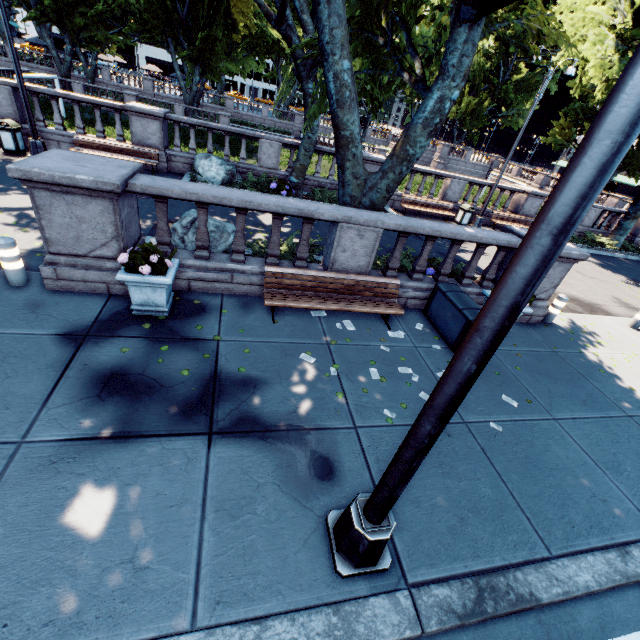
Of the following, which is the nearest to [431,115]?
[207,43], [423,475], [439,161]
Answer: [423,475]

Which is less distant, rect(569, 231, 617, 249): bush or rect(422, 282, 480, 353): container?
rect(422, 282, 480, 353): container

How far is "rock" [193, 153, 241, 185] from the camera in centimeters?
1301cm

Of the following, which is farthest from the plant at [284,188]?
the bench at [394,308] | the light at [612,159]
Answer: the light at [612,159]

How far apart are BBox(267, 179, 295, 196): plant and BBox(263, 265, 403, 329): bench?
8.0m

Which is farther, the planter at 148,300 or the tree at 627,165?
the tree at 627,165

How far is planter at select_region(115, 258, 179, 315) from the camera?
5.2m

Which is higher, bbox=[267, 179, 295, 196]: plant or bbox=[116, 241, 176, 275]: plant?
bbox=[116, 241, 176, 275]: plant
